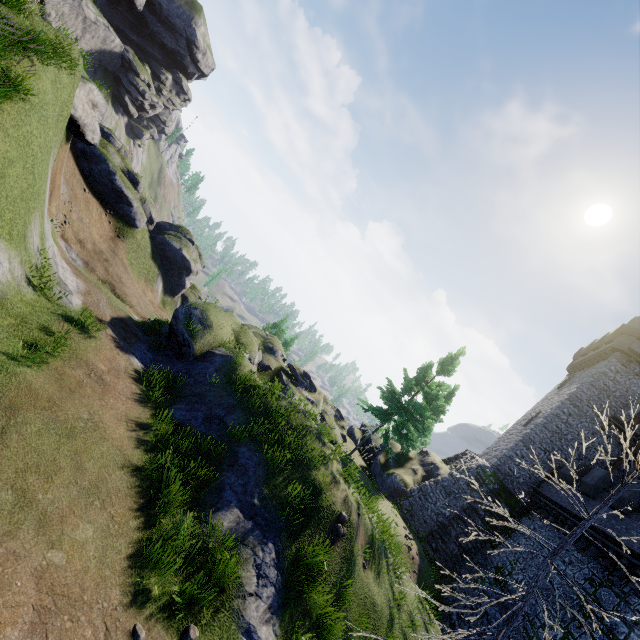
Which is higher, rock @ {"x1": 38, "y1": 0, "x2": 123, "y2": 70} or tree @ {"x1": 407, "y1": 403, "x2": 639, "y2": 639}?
rock @ {"x1": 38, "y1": 0, "x2": 123, "y2": 70}

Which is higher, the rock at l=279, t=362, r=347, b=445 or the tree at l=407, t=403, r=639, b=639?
the tree at l=407, t=403, r=639, b=639

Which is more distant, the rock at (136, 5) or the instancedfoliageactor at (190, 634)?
the rock at (136, 5)

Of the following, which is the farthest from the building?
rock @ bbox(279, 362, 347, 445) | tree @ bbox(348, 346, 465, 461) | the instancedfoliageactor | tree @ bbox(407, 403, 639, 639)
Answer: the instancedfoliageactor

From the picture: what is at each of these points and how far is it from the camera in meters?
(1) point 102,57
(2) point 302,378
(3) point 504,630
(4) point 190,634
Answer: (1) rock, 49.4
(2) rock, 25.5
(3) tree, 4.2
(4) instancedfoliageactor, 5.9

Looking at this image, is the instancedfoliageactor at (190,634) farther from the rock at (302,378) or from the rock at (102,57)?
the rock at (102,57)

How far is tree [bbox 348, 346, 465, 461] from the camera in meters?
23.8 m
